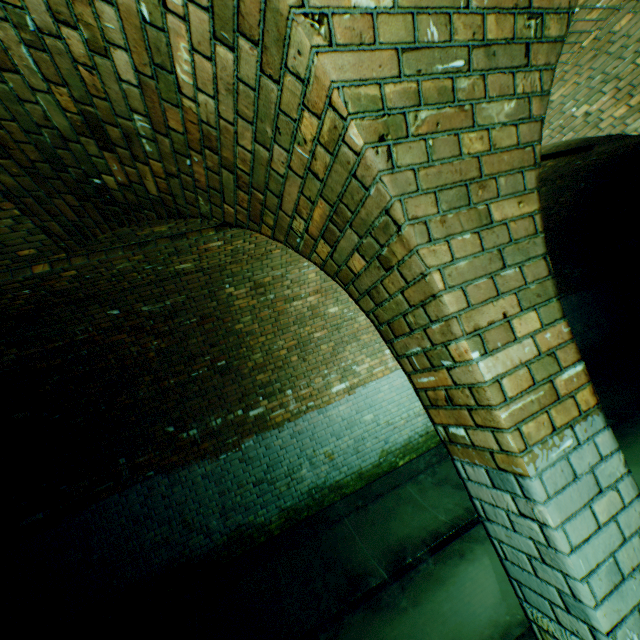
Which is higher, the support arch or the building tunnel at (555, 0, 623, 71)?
the building tunnel at (555, 0, 623, 71)

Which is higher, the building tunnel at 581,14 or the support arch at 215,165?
the building tunnel at 581,14

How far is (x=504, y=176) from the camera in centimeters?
131cm

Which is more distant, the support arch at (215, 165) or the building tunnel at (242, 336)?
the building tunnel at (242, 336)

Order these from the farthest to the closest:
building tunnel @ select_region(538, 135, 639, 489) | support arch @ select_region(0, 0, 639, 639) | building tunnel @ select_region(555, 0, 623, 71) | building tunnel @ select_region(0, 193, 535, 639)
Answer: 1. building tunnel @ select_region(538, 135, 639, 489)
2. building tunnel @ select_region(0, 193, 535, 639)
3. building tunnel @ select_region(555, 0, 623, 71)
4. support arch @ select_region(0, 0, 639, 639)

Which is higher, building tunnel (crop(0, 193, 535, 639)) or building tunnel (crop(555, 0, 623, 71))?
building tunnel (crop(555, 0, 623, 71))

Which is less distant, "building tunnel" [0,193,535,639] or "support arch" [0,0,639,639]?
"support arch" [0,0,639,639]
